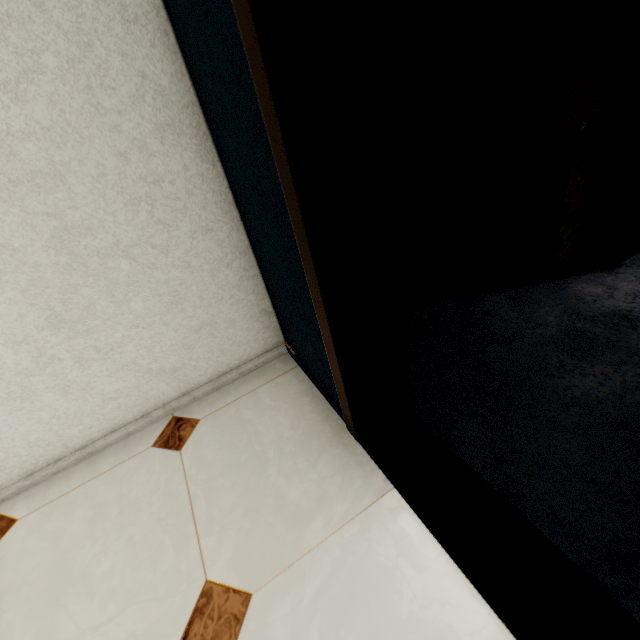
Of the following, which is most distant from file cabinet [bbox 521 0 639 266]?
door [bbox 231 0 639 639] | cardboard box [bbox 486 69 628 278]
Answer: door [bbox 231 0 639 639]

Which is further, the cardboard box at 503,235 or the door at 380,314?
the cardboard box at 503,235

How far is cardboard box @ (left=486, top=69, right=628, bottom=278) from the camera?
1.4m

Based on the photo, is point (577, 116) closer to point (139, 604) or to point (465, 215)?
point (465, 215)

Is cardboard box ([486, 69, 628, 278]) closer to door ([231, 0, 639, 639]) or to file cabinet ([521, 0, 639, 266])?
file cabinet ([521, 0, 639, 266])

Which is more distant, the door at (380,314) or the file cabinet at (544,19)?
the file cabinet at (544,19)
